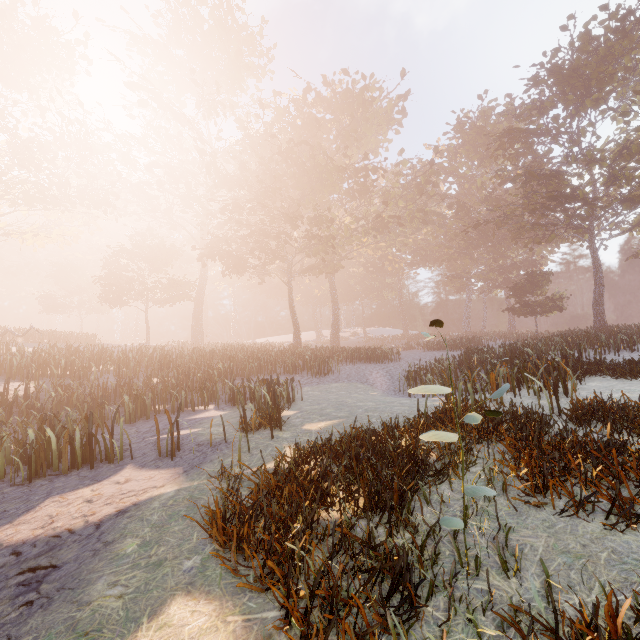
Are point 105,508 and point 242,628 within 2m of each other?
no
